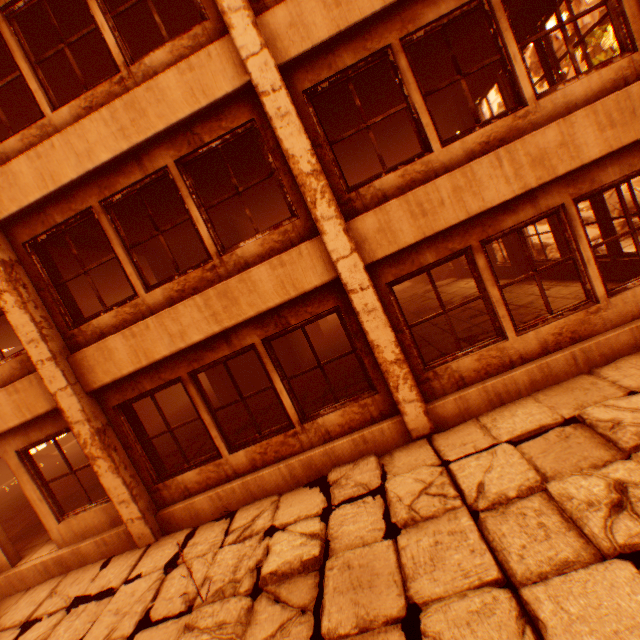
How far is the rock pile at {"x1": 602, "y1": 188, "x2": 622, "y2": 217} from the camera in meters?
11.8 m

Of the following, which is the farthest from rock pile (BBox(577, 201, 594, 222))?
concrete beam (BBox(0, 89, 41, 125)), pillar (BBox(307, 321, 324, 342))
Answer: concrete beam (BBox(0, 89, 41, 125))

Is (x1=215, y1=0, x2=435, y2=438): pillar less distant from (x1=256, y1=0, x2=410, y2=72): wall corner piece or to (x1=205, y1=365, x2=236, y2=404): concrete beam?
(x1=256, y1=0, x2=410, y2=72): wall corner piece

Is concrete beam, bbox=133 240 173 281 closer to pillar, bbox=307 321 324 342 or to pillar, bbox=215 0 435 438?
pillar, bbox=215 0 435 438

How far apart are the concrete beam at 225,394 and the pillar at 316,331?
5.5m

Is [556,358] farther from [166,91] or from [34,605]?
[34,605]

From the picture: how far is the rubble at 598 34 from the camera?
13.4 meters
